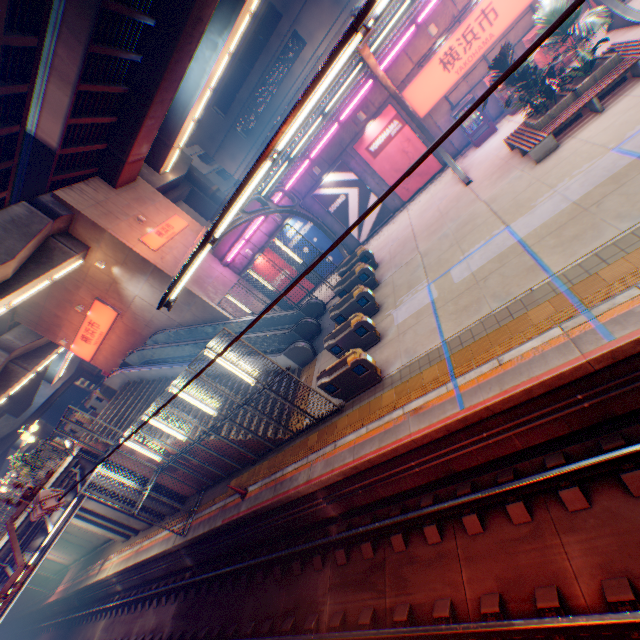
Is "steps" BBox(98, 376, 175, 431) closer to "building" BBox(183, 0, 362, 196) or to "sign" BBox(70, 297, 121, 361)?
"sign" BBox(70, 297, 121, 361)

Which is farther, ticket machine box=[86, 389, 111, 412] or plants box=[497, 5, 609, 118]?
ticket machine box=[86, 389, 111, 412]

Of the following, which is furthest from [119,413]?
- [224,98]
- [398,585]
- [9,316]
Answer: [224,98]

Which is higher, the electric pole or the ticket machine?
the ticket machine

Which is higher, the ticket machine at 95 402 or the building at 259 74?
the building at 259 74

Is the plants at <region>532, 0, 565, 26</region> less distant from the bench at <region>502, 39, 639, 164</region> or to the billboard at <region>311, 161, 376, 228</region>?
the bench at <region>502, 39, 639, 164</region>

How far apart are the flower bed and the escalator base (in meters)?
12.16

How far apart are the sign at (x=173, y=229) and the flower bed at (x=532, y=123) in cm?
2036
